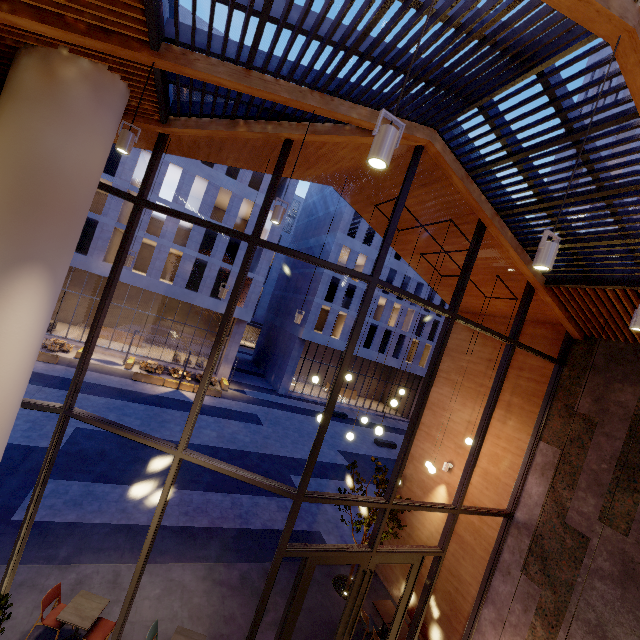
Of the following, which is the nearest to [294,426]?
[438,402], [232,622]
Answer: [438,402]

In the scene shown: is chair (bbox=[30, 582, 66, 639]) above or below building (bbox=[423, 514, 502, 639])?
below

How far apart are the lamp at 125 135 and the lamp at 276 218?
1.8 meters

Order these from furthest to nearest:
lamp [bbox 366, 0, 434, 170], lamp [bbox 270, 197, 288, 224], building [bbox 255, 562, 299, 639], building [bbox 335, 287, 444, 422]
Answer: building [bbox 335, 287, 444, 422], building [bbox 255, 562, 299, 639], lamp [bbox 270, 197, 288, 224], lamp [bbox 366, 0, 434, 170]

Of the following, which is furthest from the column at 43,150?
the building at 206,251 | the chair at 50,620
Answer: the building at 206,251

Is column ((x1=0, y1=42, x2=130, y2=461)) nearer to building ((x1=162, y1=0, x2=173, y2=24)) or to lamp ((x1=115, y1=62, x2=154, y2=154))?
building ((x1=162, y1=0, x2=173, y2=24))

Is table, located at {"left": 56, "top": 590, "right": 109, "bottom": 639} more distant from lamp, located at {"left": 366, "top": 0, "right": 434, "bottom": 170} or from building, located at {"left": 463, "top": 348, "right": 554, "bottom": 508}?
lamp, located at {"left": 366, "top": 0, "right": 434, "bottom": 170}

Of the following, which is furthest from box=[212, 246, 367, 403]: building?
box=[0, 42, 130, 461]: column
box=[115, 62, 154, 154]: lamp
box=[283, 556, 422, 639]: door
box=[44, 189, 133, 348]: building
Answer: box=[115, 62, 154, 154]: lamp
